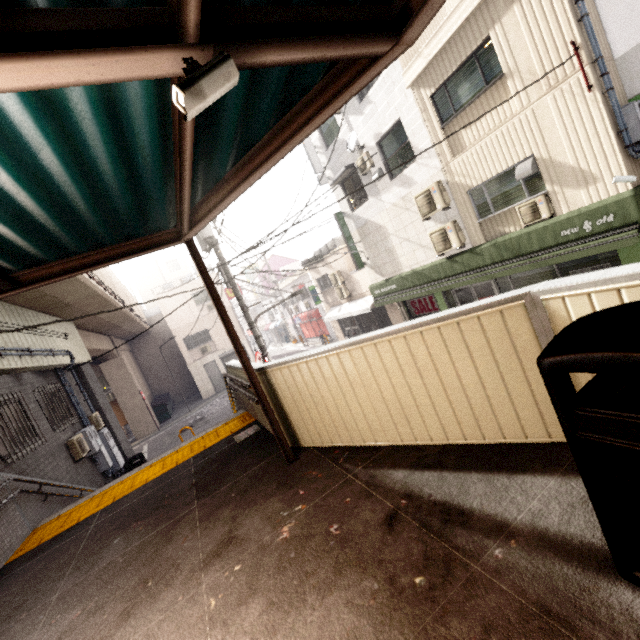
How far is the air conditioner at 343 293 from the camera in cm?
1934

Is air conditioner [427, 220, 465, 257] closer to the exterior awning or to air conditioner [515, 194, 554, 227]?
air conditioner [515, 194, 554, 227]

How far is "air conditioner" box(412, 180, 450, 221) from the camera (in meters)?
10.19

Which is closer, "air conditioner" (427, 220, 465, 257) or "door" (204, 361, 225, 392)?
"air conditioner" (427, 220, 465, 257)

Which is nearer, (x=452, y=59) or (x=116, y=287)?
(x=452, y=59)

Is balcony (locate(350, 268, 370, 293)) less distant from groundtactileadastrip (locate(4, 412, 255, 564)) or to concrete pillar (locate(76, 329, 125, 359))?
groundtactileadastrip (locate(4, 412, 255, 564))

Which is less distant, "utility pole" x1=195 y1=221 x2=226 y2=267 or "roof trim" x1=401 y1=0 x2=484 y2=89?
"roof trim" x1=401 y1=0 x2=484 y2=89

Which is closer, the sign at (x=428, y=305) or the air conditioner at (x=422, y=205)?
the air conditioner at (x=422, y=205)
